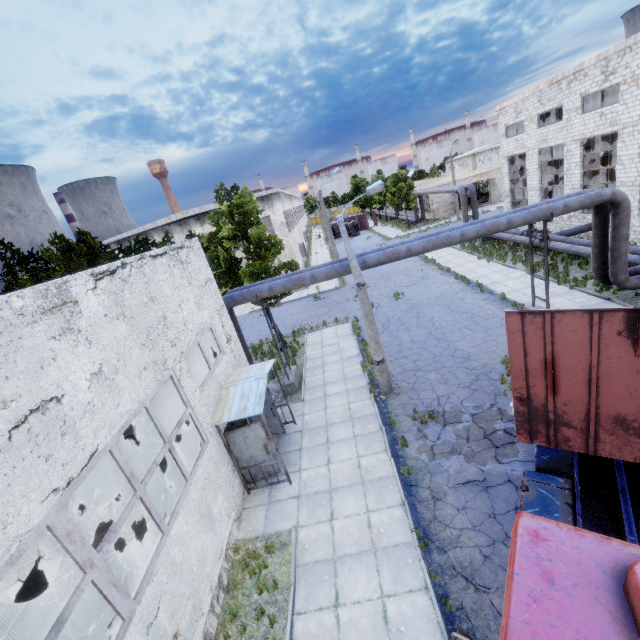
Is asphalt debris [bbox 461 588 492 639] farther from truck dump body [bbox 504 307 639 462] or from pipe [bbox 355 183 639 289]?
pipe [bbox 355 183 639 289]

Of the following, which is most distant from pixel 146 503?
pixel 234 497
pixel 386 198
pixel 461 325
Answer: pixel 386 198

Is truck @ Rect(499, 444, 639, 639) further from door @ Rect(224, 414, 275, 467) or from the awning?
door @ Rect(224, 414, 275, 467)

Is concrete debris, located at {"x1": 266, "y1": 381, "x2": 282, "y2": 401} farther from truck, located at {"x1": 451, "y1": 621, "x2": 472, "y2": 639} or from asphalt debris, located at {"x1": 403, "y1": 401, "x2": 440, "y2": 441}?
truck, located at {"x1": 451, "y1": 621, "x2": 472, "y2": 639}

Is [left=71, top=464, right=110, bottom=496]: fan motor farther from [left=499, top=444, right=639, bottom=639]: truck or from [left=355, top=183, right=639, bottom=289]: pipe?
[left=499, top=444, right=639, bottom=639]: truck

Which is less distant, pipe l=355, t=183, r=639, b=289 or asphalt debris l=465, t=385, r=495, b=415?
asphalt debris l=465, t=385, r=495, b=415

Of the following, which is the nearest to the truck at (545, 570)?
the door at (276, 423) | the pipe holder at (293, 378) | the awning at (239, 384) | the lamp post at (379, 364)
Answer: the lamp post at (379, 364)

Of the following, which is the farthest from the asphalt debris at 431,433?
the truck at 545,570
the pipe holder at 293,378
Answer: the pipe holder at 293,378
